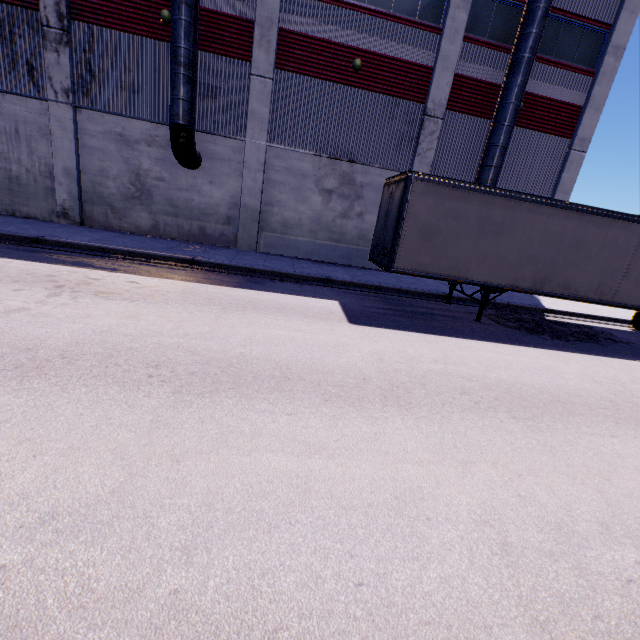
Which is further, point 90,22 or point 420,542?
point 90,22

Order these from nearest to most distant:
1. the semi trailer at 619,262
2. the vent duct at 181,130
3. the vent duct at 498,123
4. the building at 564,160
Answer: the semi trailer at 619,262 < the vent duct at 181,130 < the vent duct at 498,123 < the building at 564,160

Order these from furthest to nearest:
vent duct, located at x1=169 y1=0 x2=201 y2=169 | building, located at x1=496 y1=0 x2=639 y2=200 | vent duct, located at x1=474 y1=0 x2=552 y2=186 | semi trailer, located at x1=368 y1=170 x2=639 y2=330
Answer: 1. building, located at x1=496 y1=0 x2=639 y2=200
2. vent duct, located at x1=474 y1=0 x2=552 y2=186
3. vent duct, located at x1=169 y1=0 x2=201 y2=169
4. semi trailer, located at x1=368 y1=170 x2=639 y2=330

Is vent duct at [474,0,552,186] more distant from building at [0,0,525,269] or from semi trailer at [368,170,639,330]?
semi trailer at [368,170,639,330]

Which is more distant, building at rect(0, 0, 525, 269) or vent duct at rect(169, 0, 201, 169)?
building at rect(0, 0, 525, 269)

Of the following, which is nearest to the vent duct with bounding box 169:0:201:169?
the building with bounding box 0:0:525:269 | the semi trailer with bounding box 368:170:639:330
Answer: the building with bounding box 0:0:525:269

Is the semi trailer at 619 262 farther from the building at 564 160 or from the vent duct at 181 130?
the vent duct at 181 130
